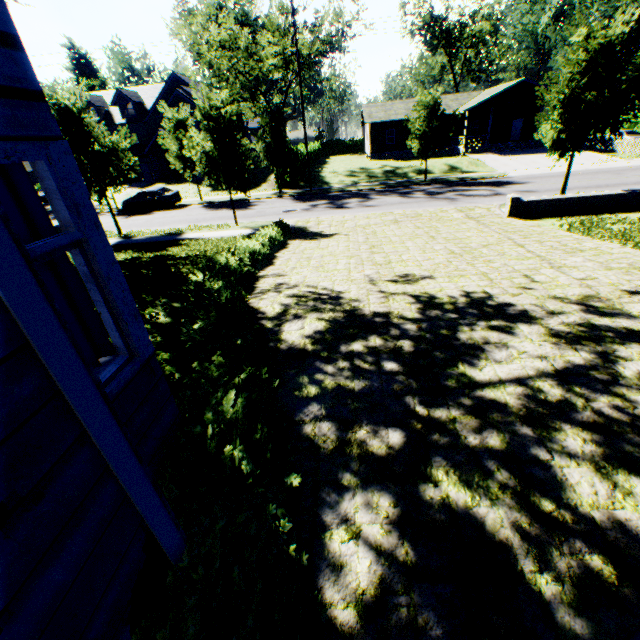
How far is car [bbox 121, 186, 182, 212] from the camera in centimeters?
2611cm

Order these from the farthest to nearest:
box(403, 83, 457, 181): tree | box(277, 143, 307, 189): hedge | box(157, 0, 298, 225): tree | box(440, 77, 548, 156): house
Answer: box(440, 77, 548, 156): house < box(277, 143, 307, 189): hedge < box(403, 83, 457, 181): tree < box(157, 0, 298, 225): tree

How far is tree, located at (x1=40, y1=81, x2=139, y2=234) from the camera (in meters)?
15.29

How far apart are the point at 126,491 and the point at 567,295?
7.1 meters

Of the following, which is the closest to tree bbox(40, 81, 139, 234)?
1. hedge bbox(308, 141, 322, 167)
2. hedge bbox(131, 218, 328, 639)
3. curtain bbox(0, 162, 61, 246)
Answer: hedge bbox(308, 141, 322, 167)

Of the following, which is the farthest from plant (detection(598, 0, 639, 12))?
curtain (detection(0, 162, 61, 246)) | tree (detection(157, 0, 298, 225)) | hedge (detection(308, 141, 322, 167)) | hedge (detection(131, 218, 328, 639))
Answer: curtain (detection(0, 162, 61, 246))

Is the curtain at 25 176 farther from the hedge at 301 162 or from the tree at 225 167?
the hedge at 301 162

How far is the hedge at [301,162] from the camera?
29.41m
